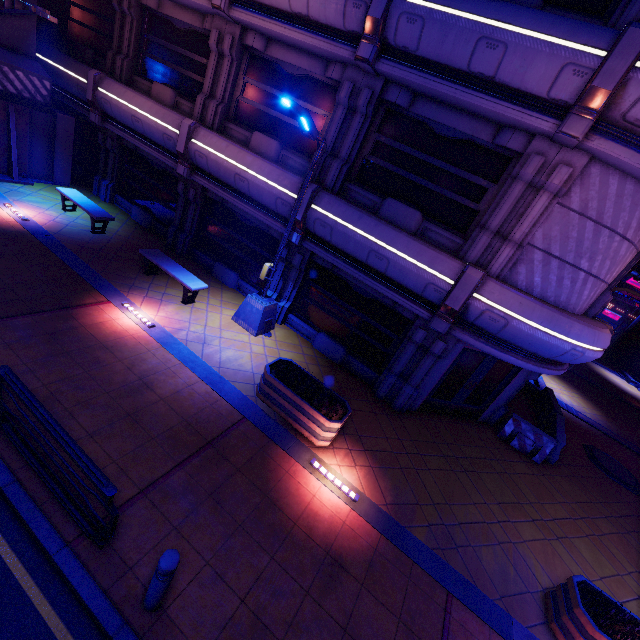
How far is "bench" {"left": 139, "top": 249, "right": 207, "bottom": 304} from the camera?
9.66m

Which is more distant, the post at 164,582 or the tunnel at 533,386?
the tunnel at 533,386

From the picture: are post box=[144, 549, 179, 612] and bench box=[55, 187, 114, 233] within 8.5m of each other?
no

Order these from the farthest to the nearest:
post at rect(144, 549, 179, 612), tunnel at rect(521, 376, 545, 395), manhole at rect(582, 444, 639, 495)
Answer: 1. tunnel at rect(521, 376, 545, 395)
2. manhole at rect(582, 444, 639, 495)
3. post at rect(144, 549, 179, 612)

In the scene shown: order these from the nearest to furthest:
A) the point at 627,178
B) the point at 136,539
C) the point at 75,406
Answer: the point at 136,539 < the point at 75,406 < the point at 627,178

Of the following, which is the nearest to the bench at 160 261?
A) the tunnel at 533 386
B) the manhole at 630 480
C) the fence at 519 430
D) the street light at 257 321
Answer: the street light at 257 321

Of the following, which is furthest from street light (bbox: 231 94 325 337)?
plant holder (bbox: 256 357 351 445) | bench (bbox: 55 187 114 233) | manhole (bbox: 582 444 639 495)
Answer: manhole (bbox: 582 444 639 495)

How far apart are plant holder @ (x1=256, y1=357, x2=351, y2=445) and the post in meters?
3.7 m
